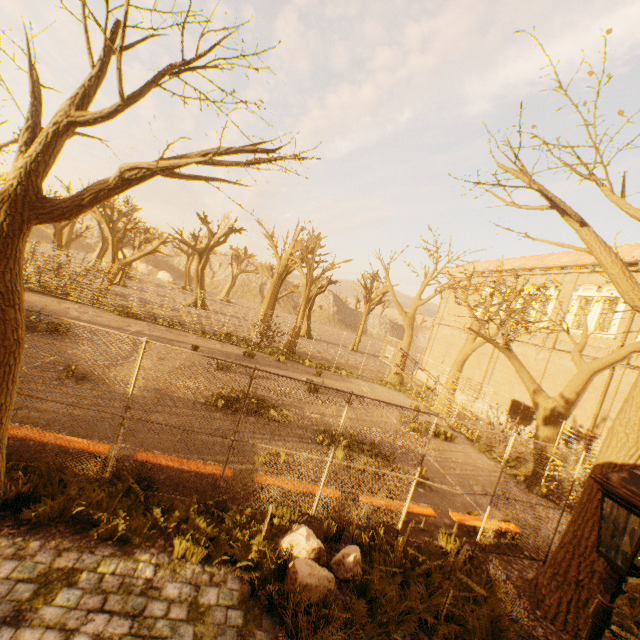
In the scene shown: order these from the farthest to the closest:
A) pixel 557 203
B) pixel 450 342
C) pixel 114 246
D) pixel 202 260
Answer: pixel 202 260
pixel 450 342
pixel 114 246
pixel 557 203

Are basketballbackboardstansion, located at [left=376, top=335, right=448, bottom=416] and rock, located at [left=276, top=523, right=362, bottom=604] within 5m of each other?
no

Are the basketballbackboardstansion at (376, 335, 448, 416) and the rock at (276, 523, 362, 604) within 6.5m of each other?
no

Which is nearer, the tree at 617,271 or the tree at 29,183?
the tree at 29,183

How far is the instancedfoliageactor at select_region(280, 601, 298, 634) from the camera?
4.3 meters

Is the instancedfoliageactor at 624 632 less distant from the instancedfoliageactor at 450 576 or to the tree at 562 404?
the tree at 562 404

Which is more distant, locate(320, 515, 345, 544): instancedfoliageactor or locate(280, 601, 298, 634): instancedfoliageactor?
locate(320, 515, 345, 544): instancedfoliageactor

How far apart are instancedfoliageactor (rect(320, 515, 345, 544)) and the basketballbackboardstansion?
8.53m
